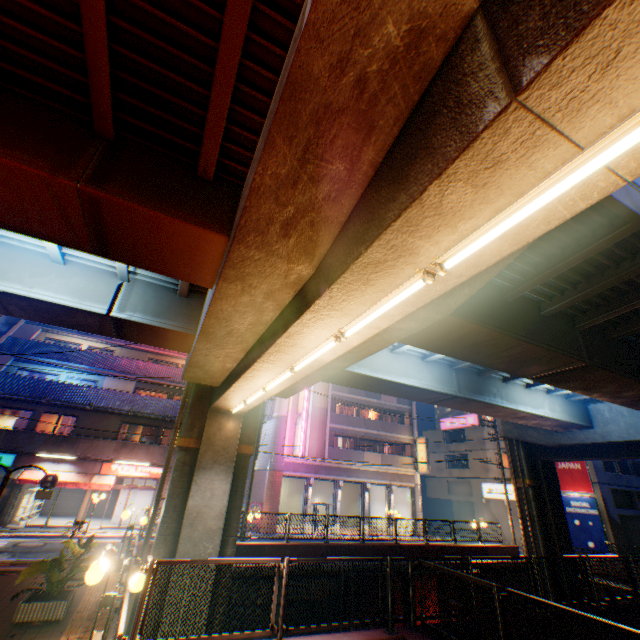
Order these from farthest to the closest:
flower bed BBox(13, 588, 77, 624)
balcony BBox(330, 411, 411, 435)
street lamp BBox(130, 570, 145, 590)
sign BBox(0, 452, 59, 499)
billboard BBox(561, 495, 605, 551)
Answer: balcony BBox(330, 411, 411, 435) → billboard BBox(561, 495, 605, 551) → sign BBox(0, 452, 59, 499) → flower bed BBox(13, 588, 77, 624) → street lamp BBox(130, 570, 145, 590)

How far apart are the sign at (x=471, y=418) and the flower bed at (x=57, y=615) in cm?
3958

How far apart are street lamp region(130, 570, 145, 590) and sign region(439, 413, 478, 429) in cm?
4010

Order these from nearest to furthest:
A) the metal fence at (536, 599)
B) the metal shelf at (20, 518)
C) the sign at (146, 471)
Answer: the metal fence at (536, 599) < the metal shelf at (20, 518) < the sign at (146, 471)

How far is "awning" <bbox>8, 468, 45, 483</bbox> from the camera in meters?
19.6 m

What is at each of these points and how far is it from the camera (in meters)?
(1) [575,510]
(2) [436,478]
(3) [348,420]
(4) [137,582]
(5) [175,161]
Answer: (1) billboard, 28.89
(2) building, 42.38
(3) balcony, 31.44
(4) street lamp, 5.93
(5) overpass support, 6.32

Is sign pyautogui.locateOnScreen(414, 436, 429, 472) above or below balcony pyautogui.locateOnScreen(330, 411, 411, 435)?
below

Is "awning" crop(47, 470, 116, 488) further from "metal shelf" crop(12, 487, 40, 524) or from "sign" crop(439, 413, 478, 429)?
"sign" crop(439, 413, 478, 429)
